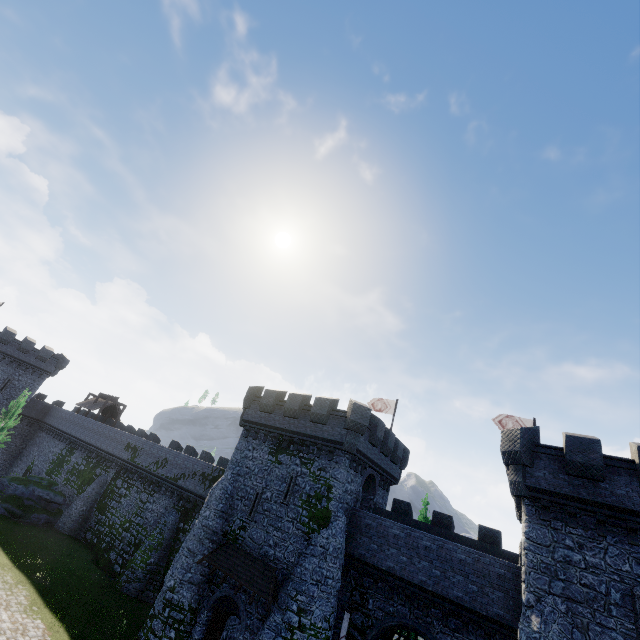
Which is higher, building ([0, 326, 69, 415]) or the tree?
building ([0, 326, 69, 415])

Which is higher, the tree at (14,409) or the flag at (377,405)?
the flag at (377,405)

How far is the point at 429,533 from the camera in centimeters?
2209cm

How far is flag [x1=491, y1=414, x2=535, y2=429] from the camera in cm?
2525

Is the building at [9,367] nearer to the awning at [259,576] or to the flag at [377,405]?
the awning at [259,576]

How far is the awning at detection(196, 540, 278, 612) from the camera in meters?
18.1

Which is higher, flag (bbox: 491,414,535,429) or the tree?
flag (bbox: 491,414,535,429)

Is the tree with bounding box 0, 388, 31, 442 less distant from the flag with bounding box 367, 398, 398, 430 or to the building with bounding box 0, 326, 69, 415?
the building with bounding box 0, 326, 69, 415
